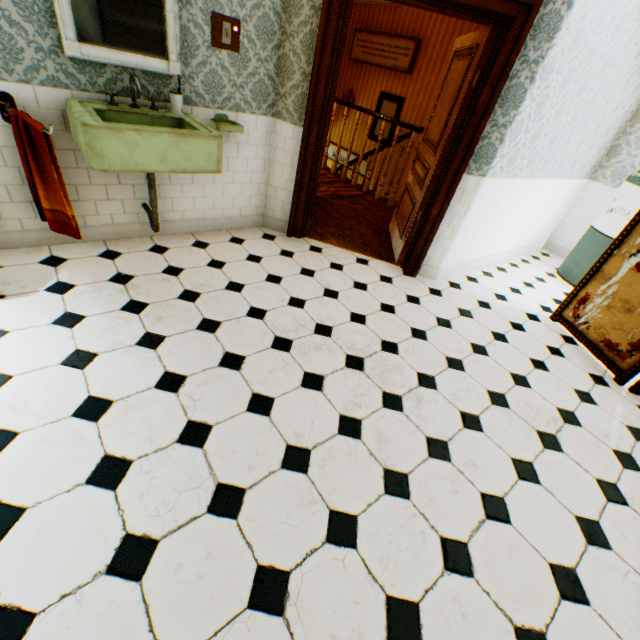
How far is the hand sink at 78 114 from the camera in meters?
A: 2.0 m

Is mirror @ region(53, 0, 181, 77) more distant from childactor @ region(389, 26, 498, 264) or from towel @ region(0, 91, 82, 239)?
childactor @ region(389, 26, 498, 264)

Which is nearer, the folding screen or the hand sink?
the hand sink

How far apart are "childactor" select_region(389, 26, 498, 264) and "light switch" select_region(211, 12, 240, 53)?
2.0m

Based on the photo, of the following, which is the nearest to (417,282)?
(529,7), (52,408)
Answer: (529,7)

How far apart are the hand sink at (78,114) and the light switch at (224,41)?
0.6m

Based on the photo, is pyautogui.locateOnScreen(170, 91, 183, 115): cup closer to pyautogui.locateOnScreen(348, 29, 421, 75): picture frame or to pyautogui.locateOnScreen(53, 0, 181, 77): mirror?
pyautogui.locateOnScreen(53, 0, 181, 77): mirror

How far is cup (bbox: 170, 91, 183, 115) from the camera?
2.59m
